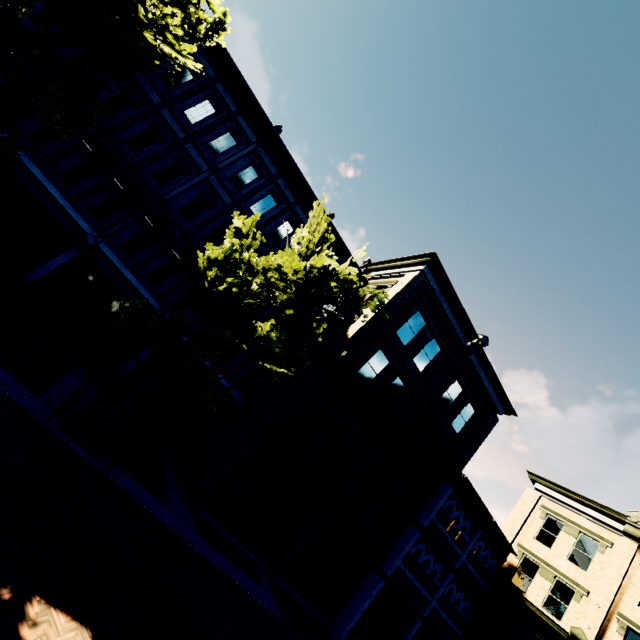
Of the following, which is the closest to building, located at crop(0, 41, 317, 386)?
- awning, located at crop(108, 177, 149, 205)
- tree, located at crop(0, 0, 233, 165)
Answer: awning, located at crop(108, 177, 149, 205)

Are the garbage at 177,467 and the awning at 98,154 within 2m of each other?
no

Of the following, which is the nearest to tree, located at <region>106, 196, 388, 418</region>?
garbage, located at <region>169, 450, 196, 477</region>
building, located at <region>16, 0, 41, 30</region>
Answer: building, located at <region>16, 0, 41, 30</region>

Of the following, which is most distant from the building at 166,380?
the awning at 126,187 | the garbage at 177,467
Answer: the garbage at 177,467

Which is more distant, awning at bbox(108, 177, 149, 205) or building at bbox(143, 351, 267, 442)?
building at bbox(143, 351, 267, 442)

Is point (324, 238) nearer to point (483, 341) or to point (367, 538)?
point (483, 341)

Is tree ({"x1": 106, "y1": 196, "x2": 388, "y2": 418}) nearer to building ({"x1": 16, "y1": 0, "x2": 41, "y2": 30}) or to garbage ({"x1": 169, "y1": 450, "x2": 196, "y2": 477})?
building ({"x1": 16, "y1": 0, "x2": 41, "y2": 30})

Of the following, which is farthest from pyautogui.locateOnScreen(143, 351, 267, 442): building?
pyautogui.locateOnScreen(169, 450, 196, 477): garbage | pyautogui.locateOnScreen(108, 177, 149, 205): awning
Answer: pyautogui.locateOnScreen(169, 450, 196, 477): garbage
